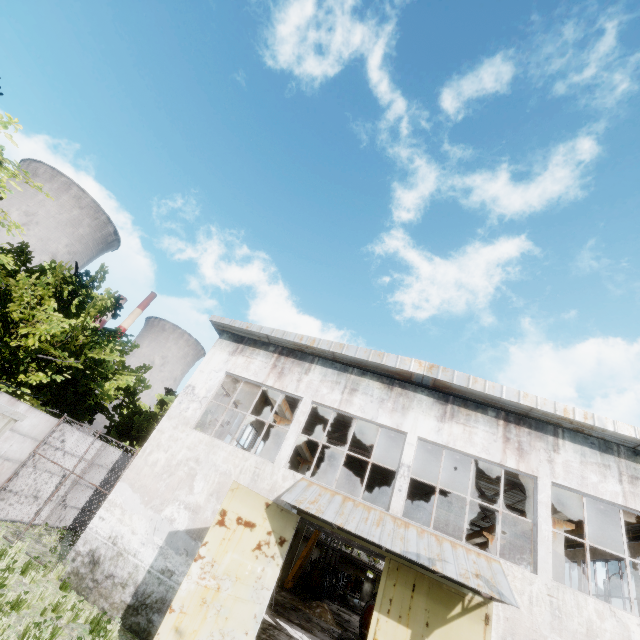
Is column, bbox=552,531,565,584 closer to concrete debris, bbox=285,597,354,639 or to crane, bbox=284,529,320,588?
concrete debris, bbox=285,597,354,639

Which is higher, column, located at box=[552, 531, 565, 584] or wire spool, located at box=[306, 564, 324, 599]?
column, located at box=[552, 531, 565, 584]

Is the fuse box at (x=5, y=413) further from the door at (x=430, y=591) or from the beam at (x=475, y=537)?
the beam at (x=475, y=537)

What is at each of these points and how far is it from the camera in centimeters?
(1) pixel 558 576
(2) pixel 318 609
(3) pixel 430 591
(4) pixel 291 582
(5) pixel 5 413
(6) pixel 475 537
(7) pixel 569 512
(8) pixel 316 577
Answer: (1) column, 1181cm
(2) concrete debris, 2077cm
(3) door, 873cm
(4) crane, 2472cm
(5) fuse box, 824cm
(6) beam, 2177cm
(7) beam, 1191cm
(8) wire spool, 2695cm

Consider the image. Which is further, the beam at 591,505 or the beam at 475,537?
the beam at 475,537

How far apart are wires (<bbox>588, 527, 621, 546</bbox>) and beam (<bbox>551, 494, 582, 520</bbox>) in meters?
2.4

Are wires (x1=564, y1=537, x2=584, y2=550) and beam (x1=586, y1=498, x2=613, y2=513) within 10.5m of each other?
yes
